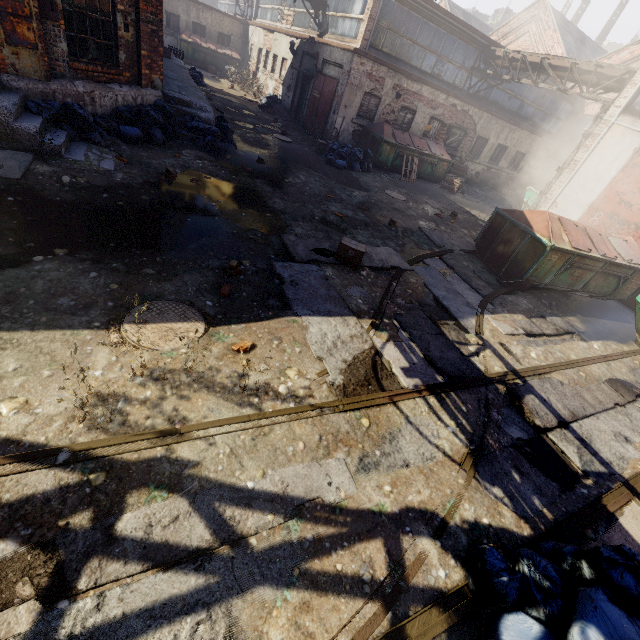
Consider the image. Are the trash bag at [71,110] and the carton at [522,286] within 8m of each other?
no

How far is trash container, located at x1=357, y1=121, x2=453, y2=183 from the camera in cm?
1454

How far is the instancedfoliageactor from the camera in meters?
4.9 m

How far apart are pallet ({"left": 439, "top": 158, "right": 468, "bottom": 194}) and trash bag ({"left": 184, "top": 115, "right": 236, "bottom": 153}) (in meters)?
10.92

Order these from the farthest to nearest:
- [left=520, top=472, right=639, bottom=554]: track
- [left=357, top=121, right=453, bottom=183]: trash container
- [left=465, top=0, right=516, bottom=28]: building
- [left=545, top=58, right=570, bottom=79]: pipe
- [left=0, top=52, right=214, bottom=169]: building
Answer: [left=465, top=0, right=516, bottom=28]: building, [left=357, top=121, right=453, bottom=183]: trash container, [left=545, top=58, right=570, bottom=79]: pipe, [left=0, top=52, right=214, bottom=169]: building, [left=520, top=472, right=639, bottom=554]: track

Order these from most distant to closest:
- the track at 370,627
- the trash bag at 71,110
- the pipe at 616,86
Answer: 1. the pipe at 616,86
2. the trash bag at 71,110
3. the track at 370,627

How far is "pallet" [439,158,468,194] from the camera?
16.4m

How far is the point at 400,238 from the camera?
8.8m
